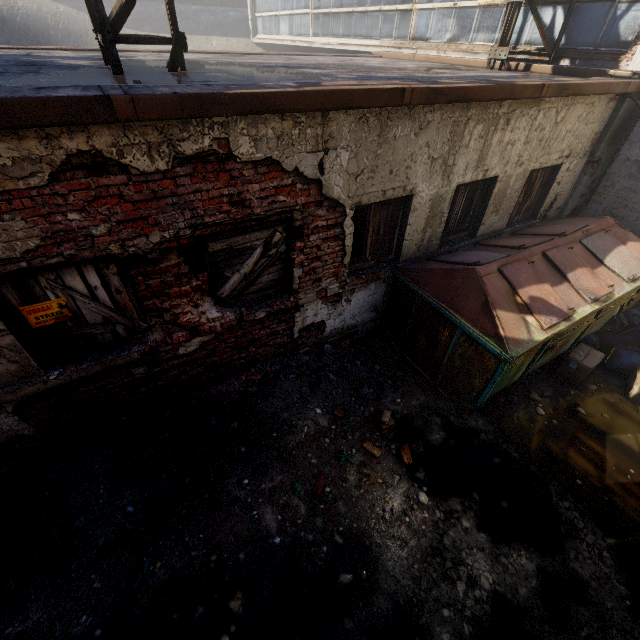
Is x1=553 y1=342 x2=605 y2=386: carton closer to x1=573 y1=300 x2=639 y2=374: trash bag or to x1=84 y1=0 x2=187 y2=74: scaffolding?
x1=573 y1=300 x2=639 y2=374: trash bag

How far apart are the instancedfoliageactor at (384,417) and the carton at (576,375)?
3.1 meters

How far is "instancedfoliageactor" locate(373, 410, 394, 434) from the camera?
4.45m

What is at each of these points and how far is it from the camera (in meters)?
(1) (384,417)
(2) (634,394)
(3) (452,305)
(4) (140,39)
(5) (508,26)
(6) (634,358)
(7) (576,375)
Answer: (1) instancedfoliageactor, 4.47
(2) carton, 5.07
(3) trash container, 4.37
(4) scaffolding, 3.63
(5) scaffolding, 7.21
(6) trash bag, 5.31
(7) carton, 5.18

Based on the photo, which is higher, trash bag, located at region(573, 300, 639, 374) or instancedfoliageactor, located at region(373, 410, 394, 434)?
trash bag, located at region(573, 300, 639, 374)

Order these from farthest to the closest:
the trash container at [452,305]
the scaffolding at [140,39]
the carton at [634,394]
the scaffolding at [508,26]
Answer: the scaffolding at [508,26] → the carton at [634,394] → the trash container at [452,305] → the scaffolding at [140,39]

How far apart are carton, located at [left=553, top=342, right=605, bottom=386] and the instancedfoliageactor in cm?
313

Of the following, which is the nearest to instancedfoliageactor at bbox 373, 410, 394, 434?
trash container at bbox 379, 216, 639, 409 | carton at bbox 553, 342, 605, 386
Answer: trash container at bbox 379, 216, 639, 409
